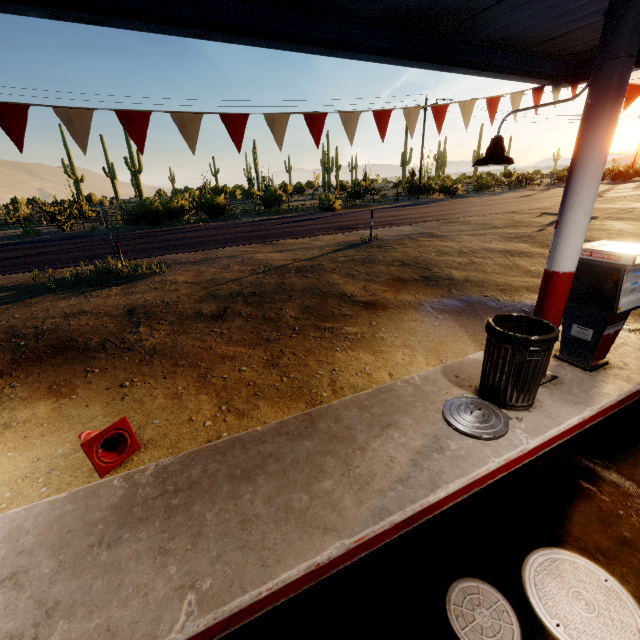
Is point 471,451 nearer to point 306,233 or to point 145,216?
point 306,233

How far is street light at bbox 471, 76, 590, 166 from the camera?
3.19m

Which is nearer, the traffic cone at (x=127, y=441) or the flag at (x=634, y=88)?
the traffic cone at (x=127, y=441)

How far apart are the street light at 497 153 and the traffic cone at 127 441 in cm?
493

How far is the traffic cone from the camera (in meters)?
3.01

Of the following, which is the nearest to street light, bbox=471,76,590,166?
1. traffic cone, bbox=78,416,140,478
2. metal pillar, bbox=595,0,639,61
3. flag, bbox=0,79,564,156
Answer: metal pillar, bbox=595,0,639,61

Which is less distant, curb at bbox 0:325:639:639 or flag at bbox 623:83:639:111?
curb at bbox 0:325:639:639
